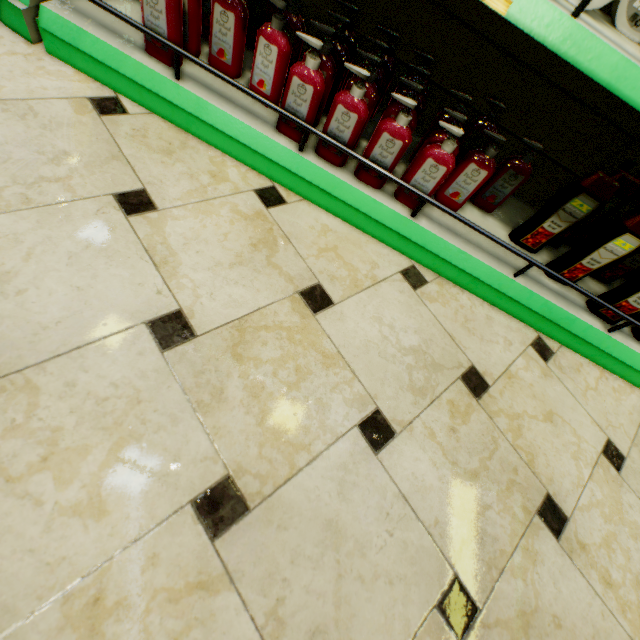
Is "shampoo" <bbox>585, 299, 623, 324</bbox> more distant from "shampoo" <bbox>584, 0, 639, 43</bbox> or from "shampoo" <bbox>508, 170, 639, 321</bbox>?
"shampoo" <bbox>584, 0, 639, 43</bbox>

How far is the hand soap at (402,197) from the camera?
1.1 meters

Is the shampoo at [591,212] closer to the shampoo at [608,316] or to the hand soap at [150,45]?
the shampoo at [608,316]

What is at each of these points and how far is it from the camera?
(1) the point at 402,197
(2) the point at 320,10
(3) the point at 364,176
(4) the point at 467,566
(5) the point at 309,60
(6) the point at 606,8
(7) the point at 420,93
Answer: (1) hand soap, 1.17m
(2) shelf, 1.26m
(3) hand soap, 1.15m
(4) building, 0.83m
(5) hand soap, 0.94m
(6) shampoo, 0.94m
(7) hand soap, 1.14m

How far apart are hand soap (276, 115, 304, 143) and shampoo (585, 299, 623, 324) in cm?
66

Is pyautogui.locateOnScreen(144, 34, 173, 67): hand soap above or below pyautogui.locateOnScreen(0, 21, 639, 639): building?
above

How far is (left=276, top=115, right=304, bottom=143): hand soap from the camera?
1.1m
